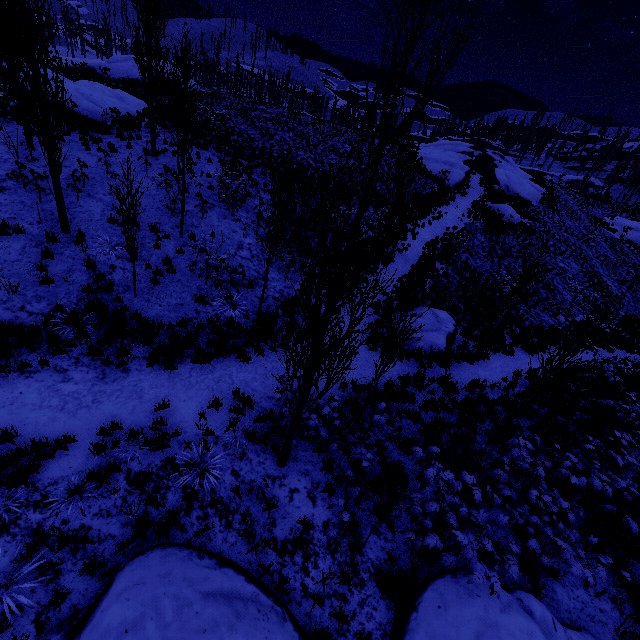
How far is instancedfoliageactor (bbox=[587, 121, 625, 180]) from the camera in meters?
50.5 m

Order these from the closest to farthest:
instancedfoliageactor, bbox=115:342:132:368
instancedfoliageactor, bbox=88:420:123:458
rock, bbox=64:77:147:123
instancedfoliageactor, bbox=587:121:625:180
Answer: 1. instancedfoliageactor, bbox=88:420:123:458
2. instancedfoliageactor, bbox=115:342:132:368
3. rock, bbox=64:77:147:123
4. instancedfoliageactor, bbox=587:121:625:180

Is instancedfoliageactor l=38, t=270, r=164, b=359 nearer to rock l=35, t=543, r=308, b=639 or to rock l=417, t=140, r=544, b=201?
rock l=35, t=543, r=308, b=639

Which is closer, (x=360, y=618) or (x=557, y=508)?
(x=360, y=618)

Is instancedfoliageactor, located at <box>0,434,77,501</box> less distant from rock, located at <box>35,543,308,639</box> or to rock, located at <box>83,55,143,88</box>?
rock, located at <box>35,543,308,639</box>

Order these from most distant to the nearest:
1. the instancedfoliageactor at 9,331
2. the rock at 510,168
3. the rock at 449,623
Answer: the rock at 510,168, the instancedfoliageactor at 9,331, the rock at 449,623

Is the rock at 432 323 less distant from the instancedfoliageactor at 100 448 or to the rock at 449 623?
the instancedfoliageactor at 100 448

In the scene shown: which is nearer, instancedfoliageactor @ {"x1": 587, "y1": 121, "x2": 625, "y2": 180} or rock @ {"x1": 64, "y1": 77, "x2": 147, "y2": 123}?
rock @ {"x1": 64, "y1": 77, "x2": 147, "y2": 123}
